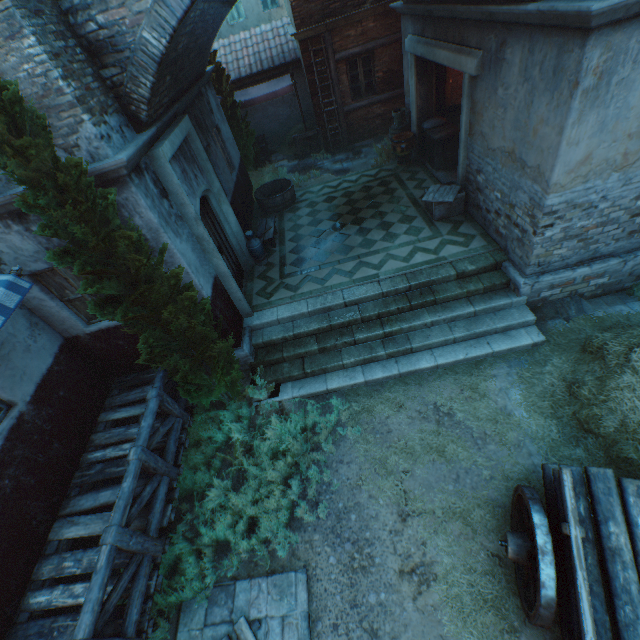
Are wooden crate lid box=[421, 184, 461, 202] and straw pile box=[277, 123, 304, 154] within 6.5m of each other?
no

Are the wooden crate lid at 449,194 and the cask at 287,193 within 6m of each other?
yes

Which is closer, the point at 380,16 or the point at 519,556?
the point at 519,556

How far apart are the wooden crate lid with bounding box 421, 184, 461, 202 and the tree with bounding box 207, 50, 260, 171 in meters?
7.2

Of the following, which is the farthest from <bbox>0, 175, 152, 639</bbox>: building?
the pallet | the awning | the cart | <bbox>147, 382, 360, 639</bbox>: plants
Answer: the cart

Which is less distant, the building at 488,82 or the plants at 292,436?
the building at 488,82

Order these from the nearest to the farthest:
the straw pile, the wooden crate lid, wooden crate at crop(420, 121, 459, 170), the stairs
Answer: the stairs, the wooden crate lid, wooden crate at crop(420, 121, 459, 170), the straw pile

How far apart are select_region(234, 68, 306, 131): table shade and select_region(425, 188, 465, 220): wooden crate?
7.28m
